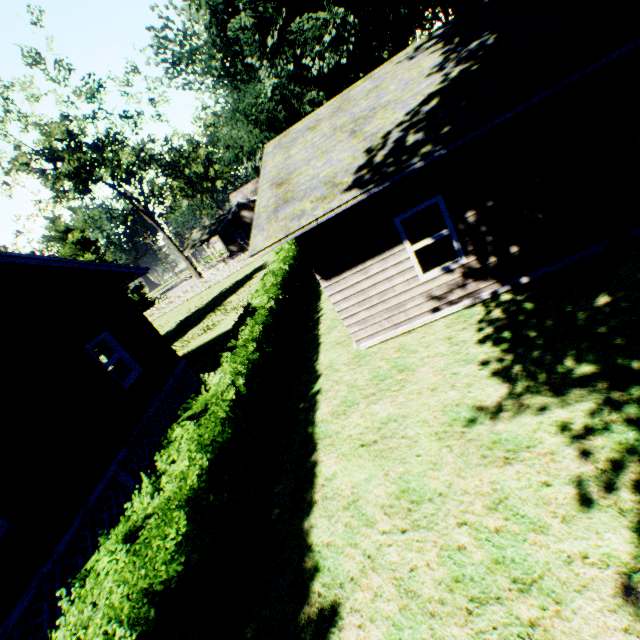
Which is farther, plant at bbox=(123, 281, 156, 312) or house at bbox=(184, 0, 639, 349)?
plant at bbox=(123, 281, 156, 312)

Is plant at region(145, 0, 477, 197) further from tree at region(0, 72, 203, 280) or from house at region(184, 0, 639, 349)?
tree at region(0, 72, 203, 280)

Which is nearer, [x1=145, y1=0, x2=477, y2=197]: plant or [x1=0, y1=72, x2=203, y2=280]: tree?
[x1=145, y1=0, x2=477, y2=197]: plant

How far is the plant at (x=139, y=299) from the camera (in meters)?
42.69

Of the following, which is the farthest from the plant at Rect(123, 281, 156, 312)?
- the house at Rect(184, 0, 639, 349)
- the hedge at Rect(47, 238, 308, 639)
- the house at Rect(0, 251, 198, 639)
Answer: the hedge at Rect(47, 238, 308, 639)

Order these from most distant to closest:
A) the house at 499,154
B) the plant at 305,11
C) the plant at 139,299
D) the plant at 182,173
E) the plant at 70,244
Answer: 1. the plant at 182,173
2. the plant at 139,299
3. the plant at 70,244
4. the plant at 305,11
5. the house at 499,154

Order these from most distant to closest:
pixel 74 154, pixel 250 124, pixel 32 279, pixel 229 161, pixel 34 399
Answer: pixel 229 161, pixel 250 124, pixel 74 154, pixel 32 279, pixel 34 399

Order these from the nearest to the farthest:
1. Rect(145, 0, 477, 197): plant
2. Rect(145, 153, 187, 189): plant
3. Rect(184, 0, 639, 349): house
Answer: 1. Rect(184, 0, 639, 349): house
2. Rect(145, 0, 477, 197): plant
3. Rect(145, 153, 187, 189): plant
